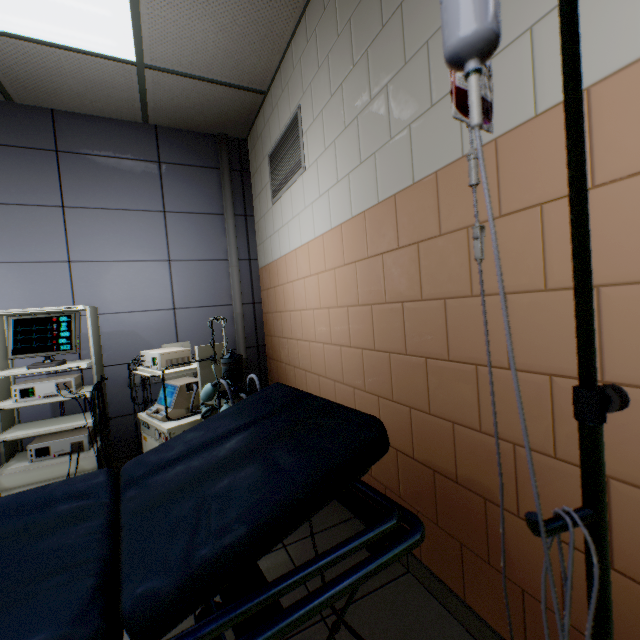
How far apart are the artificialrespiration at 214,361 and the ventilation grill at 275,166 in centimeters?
134cm

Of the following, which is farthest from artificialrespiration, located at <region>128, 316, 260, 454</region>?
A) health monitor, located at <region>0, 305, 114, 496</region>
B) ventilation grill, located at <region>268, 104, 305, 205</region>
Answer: ventilation grill, located at <region>268, 104, 305, 205</region>

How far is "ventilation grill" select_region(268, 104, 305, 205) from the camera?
2.3m

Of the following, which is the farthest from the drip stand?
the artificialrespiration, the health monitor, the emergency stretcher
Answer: the health monitor

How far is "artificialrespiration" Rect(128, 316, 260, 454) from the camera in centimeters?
194cm

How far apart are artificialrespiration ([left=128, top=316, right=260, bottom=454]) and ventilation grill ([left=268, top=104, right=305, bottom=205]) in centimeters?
134cm

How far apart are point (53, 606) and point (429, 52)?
1.9m

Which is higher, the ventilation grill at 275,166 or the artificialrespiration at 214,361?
the ventilation grill at 275,166
